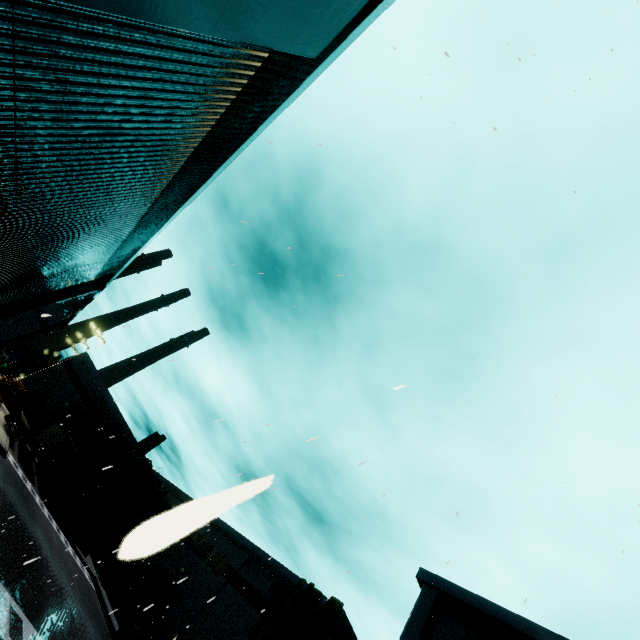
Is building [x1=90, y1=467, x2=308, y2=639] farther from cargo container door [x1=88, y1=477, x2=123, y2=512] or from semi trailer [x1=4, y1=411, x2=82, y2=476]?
cargo container door [x1=88, y1=477, x2=123, y2=512]

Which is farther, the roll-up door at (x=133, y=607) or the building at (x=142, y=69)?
the roll-up door at (x=133, y=607)

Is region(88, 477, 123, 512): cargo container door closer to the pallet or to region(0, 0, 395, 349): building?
region(0, 0, 395, 349): building

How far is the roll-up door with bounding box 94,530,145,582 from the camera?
0.3m

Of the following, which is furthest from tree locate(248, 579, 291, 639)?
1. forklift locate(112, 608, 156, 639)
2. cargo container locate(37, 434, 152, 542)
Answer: cargo container locate(37, 434, 152, 542)

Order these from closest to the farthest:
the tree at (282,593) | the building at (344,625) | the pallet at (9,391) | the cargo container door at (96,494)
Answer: the building at (344,625) → the tree at (282,593) → the cargo container door at (96,494) → the pallet at (9,391)

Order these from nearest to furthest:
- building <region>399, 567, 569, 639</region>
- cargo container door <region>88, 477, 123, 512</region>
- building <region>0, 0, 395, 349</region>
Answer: building <region>0, 0, 395, 349</region> → building <region>399, 567, 569, 639</region> → cargo container door <region>88, 477, 123, 512</region>

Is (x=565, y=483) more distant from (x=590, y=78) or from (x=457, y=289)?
(x=590, y=78)
